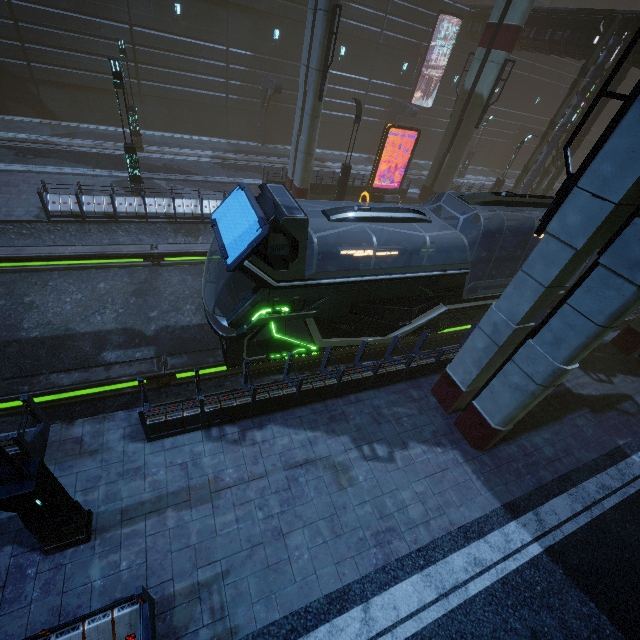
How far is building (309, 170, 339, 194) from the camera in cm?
2078

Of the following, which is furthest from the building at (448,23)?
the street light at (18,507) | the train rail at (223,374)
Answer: the street light at (18,507)

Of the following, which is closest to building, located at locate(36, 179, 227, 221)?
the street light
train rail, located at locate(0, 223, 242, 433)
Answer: train rail, located at locate(0, 223, 242, 433)

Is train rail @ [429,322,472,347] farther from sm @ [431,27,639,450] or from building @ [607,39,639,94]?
sm @ [431,27,639,450]

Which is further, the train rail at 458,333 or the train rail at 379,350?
the train rail at 458,333

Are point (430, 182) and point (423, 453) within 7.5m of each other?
no

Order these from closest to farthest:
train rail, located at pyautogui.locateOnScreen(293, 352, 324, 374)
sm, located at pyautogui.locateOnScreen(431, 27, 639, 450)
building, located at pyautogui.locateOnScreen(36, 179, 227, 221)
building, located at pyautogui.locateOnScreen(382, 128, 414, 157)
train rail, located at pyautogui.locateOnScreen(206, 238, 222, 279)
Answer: sm, located at pyautogui.locateOnScreen(431, 27, 639, 450) → train rail, located at pyautogui.locateOnScreen(293, 352, 324, 374) → building, located at pyautogui.locateOnScreen(36, 179, 227, 221) → train rail, located at pyautogui.locateOnScreen(206, 238, 222, 279) → building, located at pyautogui.locateOnScreen(382, 128, 414, 157)

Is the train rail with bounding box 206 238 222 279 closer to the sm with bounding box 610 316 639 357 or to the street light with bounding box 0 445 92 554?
the sm with bounding box 610 316 639 357
